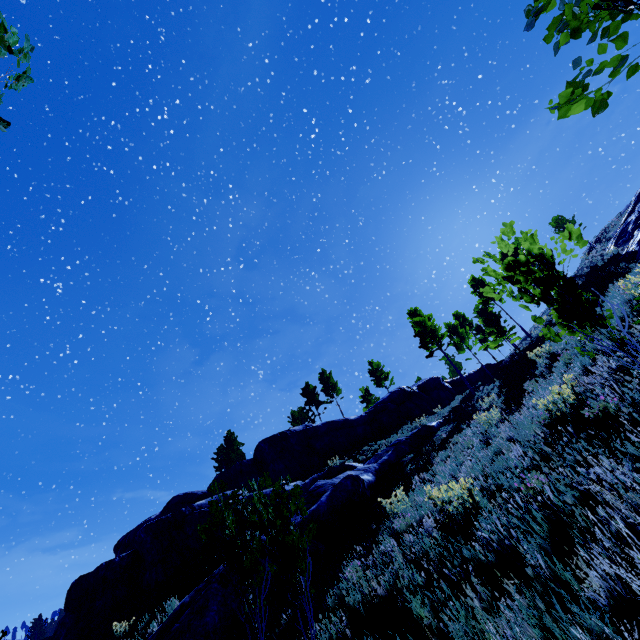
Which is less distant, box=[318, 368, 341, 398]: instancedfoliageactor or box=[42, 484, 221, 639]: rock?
box=[42, 484, 221, 639]: rock

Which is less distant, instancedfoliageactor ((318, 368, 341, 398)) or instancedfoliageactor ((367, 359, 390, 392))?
instancedfoliageactor ((318, 368, 341, 398))

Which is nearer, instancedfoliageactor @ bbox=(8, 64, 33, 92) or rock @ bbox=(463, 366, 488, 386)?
instancedfoliageactor @ bbox=(8, 64, 33, 92)

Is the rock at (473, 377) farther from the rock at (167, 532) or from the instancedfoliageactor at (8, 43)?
the instancedfoliageactor at (8, 43)

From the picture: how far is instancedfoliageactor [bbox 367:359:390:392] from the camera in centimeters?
4331cm

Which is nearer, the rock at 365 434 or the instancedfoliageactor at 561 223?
the instancedfoliageactor at 561 223

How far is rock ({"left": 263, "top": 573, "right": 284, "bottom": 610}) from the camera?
8.16m

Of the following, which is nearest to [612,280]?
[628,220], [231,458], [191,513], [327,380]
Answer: [628,220]
